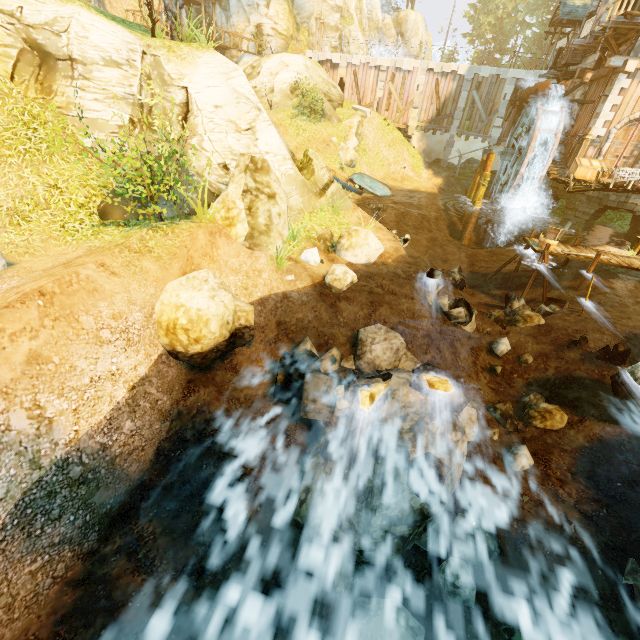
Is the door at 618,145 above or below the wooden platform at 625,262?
above

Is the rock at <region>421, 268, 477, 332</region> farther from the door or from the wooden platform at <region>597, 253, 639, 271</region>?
the door

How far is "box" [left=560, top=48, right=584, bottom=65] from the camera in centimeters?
2102cm

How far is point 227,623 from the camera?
4.0m

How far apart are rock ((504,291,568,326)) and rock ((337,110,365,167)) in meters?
17.5 m

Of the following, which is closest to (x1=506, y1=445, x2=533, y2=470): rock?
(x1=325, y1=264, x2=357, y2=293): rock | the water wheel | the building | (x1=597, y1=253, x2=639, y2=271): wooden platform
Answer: (x1=325, y1=264, x2=357, y2=293): rock

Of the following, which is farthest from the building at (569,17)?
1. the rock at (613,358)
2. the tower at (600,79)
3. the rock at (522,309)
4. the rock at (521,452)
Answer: the rock at (521,452)

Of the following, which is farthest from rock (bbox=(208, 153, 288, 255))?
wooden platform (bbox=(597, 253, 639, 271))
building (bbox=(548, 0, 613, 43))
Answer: building (bbox=(548, 0, 613, 43))
